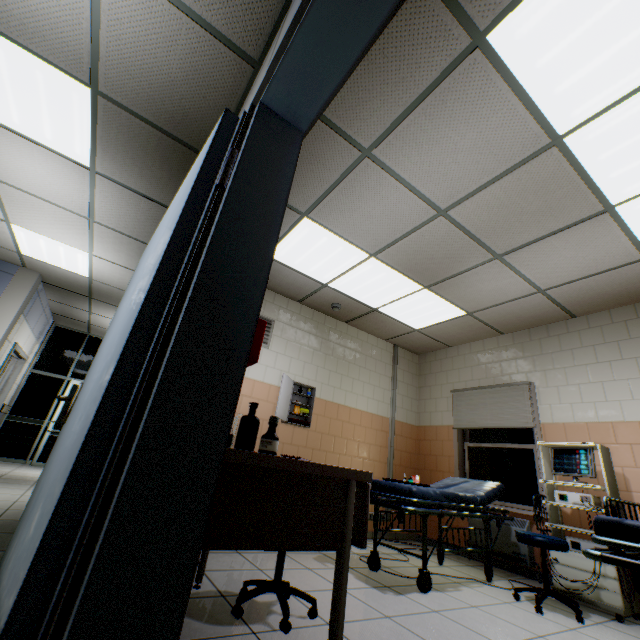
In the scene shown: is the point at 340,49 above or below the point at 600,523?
above

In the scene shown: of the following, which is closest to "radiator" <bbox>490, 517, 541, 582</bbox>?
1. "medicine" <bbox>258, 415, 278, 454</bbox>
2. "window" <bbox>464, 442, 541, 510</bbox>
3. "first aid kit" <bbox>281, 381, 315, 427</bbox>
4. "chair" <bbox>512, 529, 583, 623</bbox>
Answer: "window" <bbox>464, 442, 541, 510</bbox>

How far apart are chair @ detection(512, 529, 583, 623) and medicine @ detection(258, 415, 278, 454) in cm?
316

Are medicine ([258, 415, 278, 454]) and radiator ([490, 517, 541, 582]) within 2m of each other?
no

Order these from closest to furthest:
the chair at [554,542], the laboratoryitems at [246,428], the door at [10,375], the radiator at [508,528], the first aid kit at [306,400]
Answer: the laboratoryitems at [246,428] < the chair at [554,542] < the radiator at [508,528] < the first aid kit at [306,400] < the door at [10,375]

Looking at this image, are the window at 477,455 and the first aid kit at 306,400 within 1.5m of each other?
no

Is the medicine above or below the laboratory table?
above

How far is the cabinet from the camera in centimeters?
421cm
